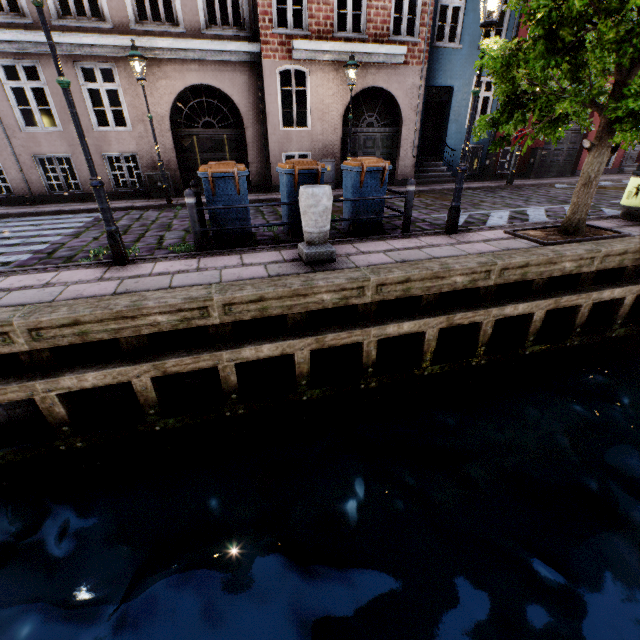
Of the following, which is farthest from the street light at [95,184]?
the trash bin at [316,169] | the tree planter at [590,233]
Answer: the trash bin at [316,169]

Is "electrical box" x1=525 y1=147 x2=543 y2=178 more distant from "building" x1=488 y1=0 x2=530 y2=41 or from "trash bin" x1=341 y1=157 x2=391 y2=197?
"trash bin" x1=341 y1=157 x2=391 y2=197

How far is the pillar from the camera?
4.5m

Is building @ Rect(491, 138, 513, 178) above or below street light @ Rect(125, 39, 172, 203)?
below

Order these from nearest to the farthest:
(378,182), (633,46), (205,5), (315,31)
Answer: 1. (633,46)
2. (378,182)
3. (205,5)
4. (315,31)

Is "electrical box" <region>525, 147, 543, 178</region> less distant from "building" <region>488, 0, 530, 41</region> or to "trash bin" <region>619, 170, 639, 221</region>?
"building" <region>488, 0, 530, 41</region>

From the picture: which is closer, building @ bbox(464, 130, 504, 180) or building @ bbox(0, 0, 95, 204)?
Result: building @ bbox(0, 0, 95, 204)

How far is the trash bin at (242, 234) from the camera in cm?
598
